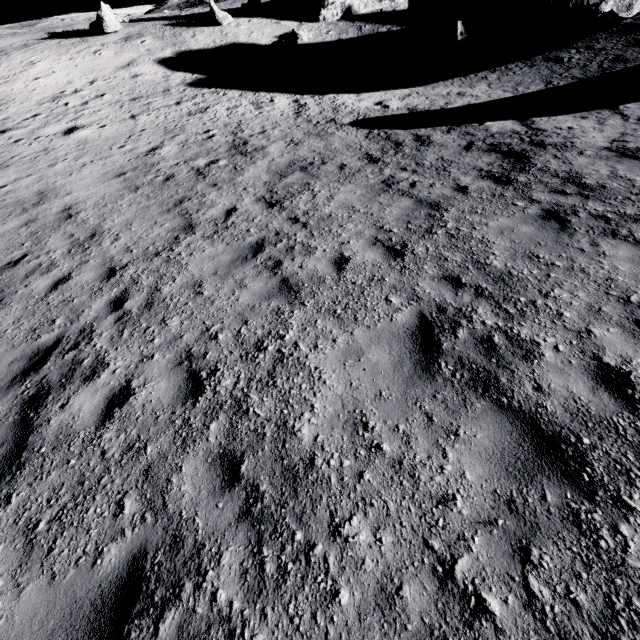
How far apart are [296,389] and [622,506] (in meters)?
3.09

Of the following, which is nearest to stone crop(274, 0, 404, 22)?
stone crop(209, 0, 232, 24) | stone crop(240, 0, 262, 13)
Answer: stone crop(240, 0, 262, 13)

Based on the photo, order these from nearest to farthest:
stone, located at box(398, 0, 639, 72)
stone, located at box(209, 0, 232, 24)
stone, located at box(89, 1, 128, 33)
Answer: stone, located at box(398, 0, 639, 72) < stone, located at box(89, 1, 128, 33) < stone, located at box(209, 0, 232, 24)

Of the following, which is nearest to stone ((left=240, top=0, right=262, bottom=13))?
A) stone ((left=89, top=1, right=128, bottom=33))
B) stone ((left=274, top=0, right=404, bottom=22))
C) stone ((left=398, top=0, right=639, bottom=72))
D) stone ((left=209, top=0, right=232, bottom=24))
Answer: stone ((left=274, top=0, right=404, bottom=22))

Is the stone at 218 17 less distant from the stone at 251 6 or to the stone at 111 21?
the stone at 251 6

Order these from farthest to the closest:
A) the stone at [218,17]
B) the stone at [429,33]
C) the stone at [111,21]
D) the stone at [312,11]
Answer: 1. the stone at [312,11]
2. the stone at [218,17]
3. the stone at [111,21]
4. the stone at [429,33]

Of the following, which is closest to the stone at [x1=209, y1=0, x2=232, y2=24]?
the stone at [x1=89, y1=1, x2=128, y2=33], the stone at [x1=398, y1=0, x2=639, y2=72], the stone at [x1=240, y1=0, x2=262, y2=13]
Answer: the stone at [x1=240, y1=0, x2=262, y2=13]

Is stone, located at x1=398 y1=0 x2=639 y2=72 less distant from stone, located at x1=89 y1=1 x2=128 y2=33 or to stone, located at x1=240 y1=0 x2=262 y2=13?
stone, located at x1=240 y1=0 x2=262 y2=13
